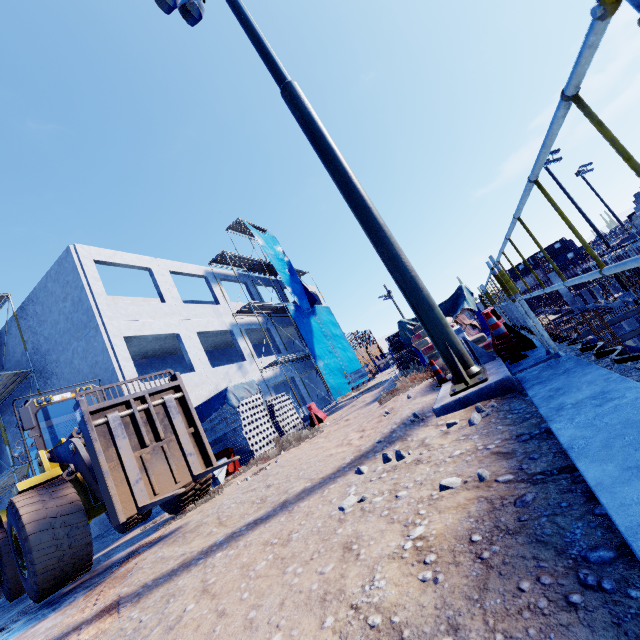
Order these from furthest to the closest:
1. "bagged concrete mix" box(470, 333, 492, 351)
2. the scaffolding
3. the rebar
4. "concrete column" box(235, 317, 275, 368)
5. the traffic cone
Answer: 1. the rebar
2. "concrete column" box(235, 317, 275, 368)
3. the scaffolding
4. "bagged concrete mix" box(470, 333, 492, 351)
5. the traffic cone

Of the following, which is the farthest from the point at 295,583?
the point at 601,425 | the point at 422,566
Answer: the point at 601,425

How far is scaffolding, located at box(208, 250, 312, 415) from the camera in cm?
1970

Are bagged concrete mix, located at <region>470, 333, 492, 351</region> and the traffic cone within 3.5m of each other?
yes

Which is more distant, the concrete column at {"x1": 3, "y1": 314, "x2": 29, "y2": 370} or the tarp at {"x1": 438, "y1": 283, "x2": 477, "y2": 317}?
the concrete column at {"x1": 3, "y1": 314, "x2": 29, "y2": 370}

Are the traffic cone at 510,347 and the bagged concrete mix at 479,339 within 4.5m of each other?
yes

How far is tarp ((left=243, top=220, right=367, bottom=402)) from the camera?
23.4 meters

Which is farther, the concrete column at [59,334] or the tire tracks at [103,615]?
the concrete column at [59,334]
